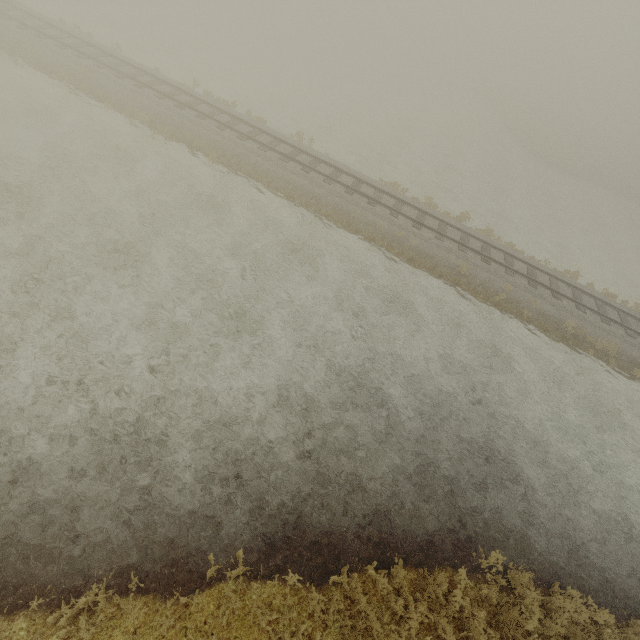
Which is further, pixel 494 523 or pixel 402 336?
pixel 402 336
